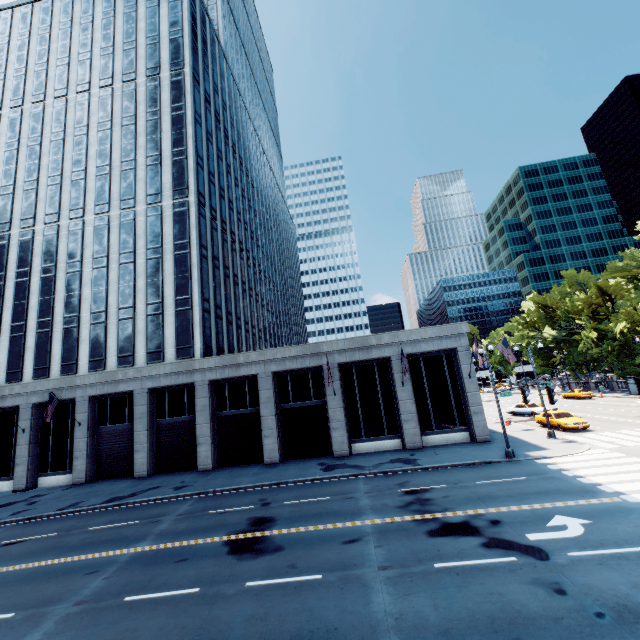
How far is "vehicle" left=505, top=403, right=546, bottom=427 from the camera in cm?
2947

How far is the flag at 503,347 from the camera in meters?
27.0 m

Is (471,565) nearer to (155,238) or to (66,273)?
(155,238)

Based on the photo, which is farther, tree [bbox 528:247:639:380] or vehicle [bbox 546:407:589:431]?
tree [bbox 528:247:639:380]

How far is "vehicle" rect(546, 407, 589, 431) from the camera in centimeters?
2578cm

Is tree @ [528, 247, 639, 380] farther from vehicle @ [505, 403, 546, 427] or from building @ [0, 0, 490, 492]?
building @ [0, 0, 490, 492]

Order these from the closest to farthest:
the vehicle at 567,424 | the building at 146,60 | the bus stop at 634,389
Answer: the vehicle at 567,424 < the building at 146,60 < the bus stop at 634,389

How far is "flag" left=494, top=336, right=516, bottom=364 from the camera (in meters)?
26.98
